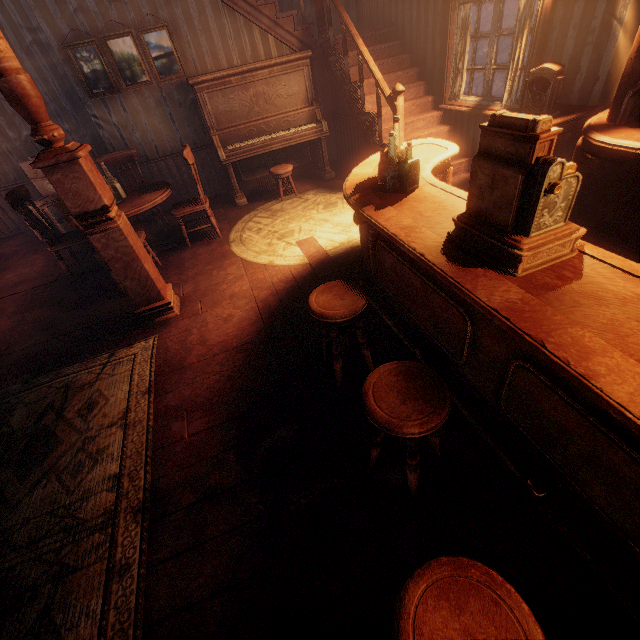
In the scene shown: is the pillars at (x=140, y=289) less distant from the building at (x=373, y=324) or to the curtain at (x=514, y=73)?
the building at (x=373, y=324)

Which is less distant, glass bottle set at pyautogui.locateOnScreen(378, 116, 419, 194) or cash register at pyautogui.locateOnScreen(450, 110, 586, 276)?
cash register at pyautogui.locateOnScreen(450, 110, 586, 276)

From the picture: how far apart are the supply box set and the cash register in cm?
628

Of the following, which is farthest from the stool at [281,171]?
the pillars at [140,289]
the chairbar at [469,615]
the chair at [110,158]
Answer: the chairbar at [469,615]

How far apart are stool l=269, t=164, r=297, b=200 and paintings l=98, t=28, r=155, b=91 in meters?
2.0 m

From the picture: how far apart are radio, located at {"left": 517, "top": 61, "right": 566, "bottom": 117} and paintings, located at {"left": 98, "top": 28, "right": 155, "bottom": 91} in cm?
498

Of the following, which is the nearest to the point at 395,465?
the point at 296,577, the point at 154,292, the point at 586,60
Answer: the point at 296,577

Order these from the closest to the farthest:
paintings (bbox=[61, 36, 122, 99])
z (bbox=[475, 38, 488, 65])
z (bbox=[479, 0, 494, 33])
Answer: paintings (bbox=[61, 36, 122, 99])
z (bbox=[475, 38, 488, 65])
z (bbox=[479, 0, 494, 33])
